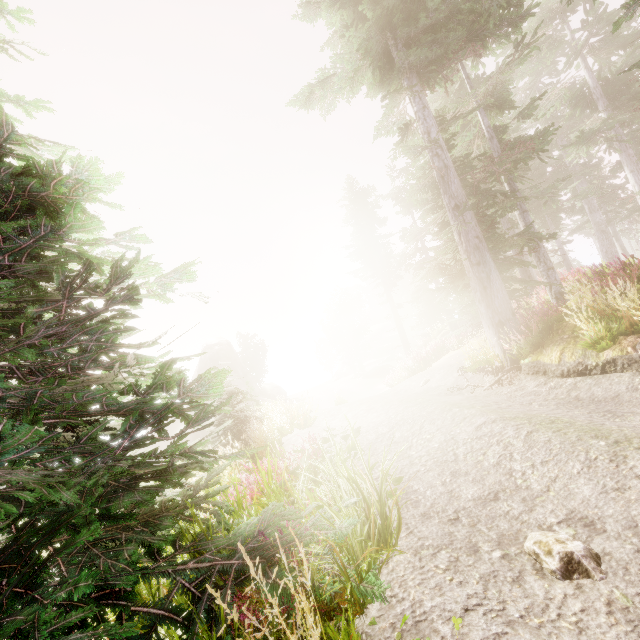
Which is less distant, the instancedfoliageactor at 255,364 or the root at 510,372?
the root at 510,372

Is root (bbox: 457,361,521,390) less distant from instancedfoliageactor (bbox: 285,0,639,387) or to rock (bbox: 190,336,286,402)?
instancedfoliageactor (bbox: 285,0,639,387)

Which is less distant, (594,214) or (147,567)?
(147,567)

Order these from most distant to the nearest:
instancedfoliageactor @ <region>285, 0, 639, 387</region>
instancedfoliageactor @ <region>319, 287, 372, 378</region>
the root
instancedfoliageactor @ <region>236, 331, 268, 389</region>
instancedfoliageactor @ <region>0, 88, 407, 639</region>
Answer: instancedfoliageactor @ <region>236, 331, 268, 389</region> → instancedfoliageactor @ <region>319, 287, 372, 378</region> → instancedfoliageactor @ <region>285, 0, 639, 387</region> → the root → instancedfoliageactor @ <region>0, 88, 407, 639</region>

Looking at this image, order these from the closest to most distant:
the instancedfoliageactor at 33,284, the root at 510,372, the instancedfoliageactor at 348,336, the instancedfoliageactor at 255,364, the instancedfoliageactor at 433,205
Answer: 1. the instancedfoliageactor at 33,284
2. the root at 510,372
3. the instancedfoliageactor at 433,205
4. the instancedfoliageactor at 348,336
5. the instancedfoliageactor at 255,364

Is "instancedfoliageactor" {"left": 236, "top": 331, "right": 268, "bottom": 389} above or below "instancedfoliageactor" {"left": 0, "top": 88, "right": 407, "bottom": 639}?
above

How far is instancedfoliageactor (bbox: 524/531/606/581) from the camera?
2.3 meters
